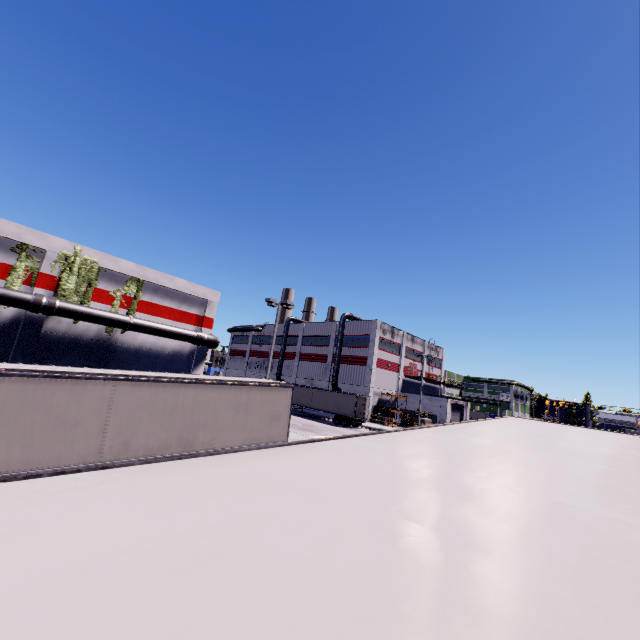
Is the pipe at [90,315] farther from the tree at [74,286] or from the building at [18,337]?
the tree at [74,286]

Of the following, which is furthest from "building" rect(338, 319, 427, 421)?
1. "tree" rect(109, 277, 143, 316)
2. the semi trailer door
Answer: the semi trailer door

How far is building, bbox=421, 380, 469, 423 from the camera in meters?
46.0

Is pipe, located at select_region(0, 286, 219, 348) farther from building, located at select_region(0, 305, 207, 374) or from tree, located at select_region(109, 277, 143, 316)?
tree, located at select_region(109, 277, 143, 316)

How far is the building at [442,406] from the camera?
46.03m

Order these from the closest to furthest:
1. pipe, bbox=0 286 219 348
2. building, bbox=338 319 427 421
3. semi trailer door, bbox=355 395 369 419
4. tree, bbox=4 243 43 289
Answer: pipe, bbox=0 286 219 348
tree, bbox=4 243 43 289
semi trailer door, bbox=355 395 369 419
building, bbox=338 319 427 421

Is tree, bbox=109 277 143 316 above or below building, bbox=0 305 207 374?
above

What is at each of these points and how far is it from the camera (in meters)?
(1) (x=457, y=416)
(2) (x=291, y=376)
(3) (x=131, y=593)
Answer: (1) roll-up door, 49.81
(2) building, 58.38
(3) semi trailer, 1.05
